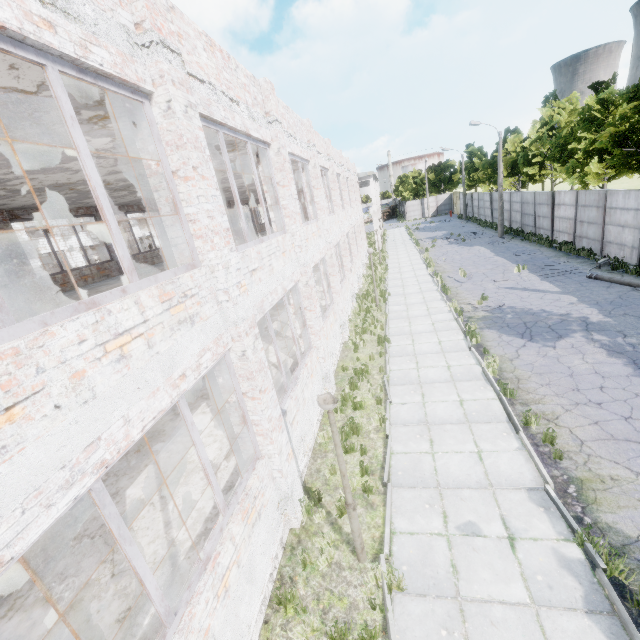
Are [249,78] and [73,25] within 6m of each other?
yes

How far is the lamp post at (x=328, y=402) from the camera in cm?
463

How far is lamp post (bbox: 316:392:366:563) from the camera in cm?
463
